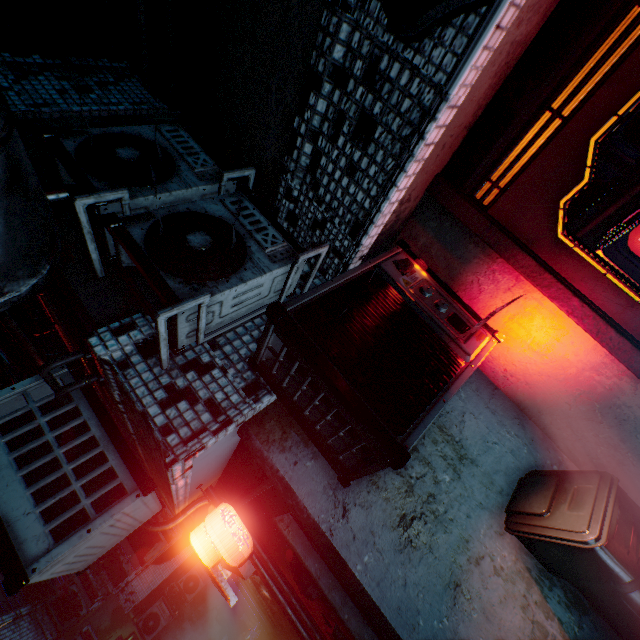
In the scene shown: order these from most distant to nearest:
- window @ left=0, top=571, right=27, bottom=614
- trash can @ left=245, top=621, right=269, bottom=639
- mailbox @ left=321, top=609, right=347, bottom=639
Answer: trash can @ left=245, top=621, right=269, bottom=639, window @ left=0, top=571, right=27, bottom=614, mailbox @ left=321, top=609, right=347, bottom=639

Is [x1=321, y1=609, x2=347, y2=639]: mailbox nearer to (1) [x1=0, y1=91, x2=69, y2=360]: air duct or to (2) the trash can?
(1) [x1=0, y1=91, x2=69, y2=360]: air duct

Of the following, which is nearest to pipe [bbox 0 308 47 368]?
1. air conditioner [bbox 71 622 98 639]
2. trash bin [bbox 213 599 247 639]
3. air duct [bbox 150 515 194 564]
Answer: air duct [bbox 150 515 194 564]

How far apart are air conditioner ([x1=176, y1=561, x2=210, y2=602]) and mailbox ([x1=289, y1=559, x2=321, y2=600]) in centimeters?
1123cm

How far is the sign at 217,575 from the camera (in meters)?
4.63

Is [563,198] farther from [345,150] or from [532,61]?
[345,150]

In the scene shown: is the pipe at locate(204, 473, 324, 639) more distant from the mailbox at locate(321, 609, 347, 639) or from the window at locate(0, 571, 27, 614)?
the window at locate(0, 571, 27, 614)

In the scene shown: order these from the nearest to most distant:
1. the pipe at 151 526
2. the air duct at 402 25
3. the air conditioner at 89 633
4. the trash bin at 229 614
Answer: the air duct at 402 25 < the pipe at 151 526 < the air conditioner at 89 633 < the trash bin at 229 614
